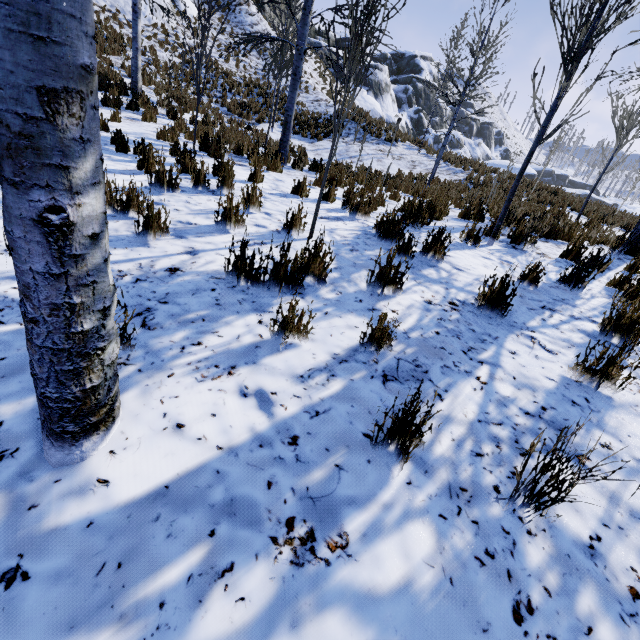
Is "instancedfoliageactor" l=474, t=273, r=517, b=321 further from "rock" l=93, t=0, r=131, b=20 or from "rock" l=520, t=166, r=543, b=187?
"rock" l=93, t=0, r=131, b=20

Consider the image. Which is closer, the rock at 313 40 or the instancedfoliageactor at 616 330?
the instancedfoliageactor at 616 330

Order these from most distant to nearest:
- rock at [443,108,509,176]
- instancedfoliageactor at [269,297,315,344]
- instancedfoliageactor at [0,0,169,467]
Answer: rock at [443,108,509,176] → instancedfoliageactor at [269,297,315,344] → instancedfoliageactor at [0,0,169,467]

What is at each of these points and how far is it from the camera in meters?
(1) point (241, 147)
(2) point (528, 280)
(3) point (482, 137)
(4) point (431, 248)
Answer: (1) instancedfoliageactor, 8.4 m
(2) instancedfoliageactor, 3.7 m
(3) rock, 56.6 m
(4) instancedfoliageactor, 3.7 m

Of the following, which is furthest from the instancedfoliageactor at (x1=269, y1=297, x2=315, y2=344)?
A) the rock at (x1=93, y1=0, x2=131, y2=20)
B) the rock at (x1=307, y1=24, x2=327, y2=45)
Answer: the rock at (x1=93, y1=0, x2=131, y2=20)

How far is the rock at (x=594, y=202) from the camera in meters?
12.5

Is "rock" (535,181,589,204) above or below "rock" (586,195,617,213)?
above
